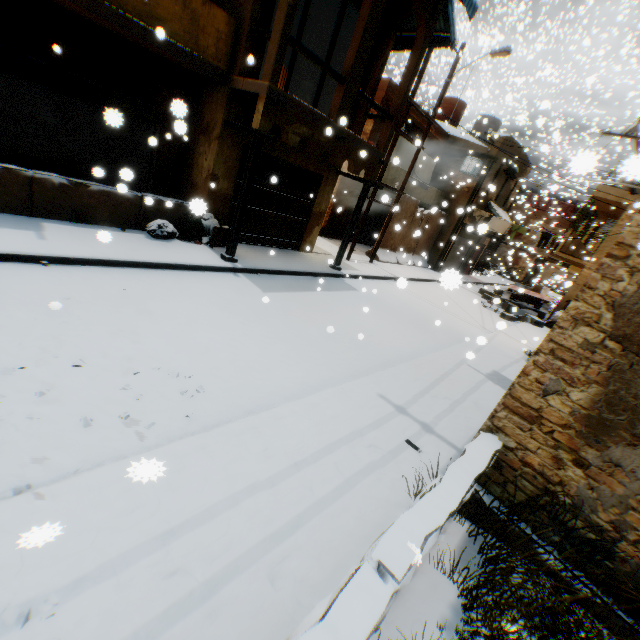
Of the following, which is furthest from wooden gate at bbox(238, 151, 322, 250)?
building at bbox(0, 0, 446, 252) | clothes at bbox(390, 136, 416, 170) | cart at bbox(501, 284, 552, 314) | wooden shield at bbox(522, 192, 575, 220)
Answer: wooden shield at bbox(522, 192, 575, 220)

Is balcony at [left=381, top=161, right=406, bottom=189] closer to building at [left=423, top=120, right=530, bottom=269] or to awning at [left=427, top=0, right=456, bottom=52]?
building at [left=423, top=120, right=530, bottom=269]

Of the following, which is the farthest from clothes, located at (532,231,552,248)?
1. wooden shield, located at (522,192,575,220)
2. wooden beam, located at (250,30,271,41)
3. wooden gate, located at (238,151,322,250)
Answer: wooden shield, located at (522,192,575,220)

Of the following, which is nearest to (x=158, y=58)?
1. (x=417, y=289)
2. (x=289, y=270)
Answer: (x=289, y=270)

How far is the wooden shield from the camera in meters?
30.8

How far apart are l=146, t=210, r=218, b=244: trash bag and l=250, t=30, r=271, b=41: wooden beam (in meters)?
3.90

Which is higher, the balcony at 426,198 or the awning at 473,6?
the awning at 473,6

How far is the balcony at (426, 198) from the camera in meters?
16.5 m
